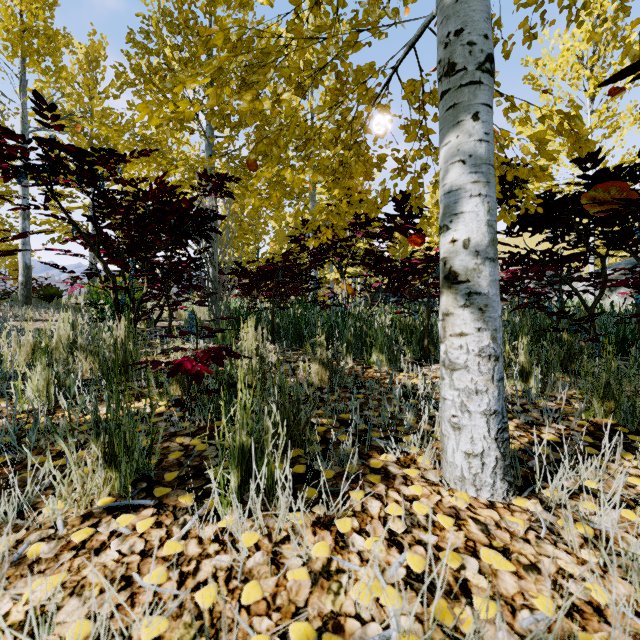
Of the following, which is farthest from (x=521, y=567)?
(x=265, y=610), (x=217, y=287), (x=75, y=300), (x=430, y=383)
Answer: (x=75, y=300)
